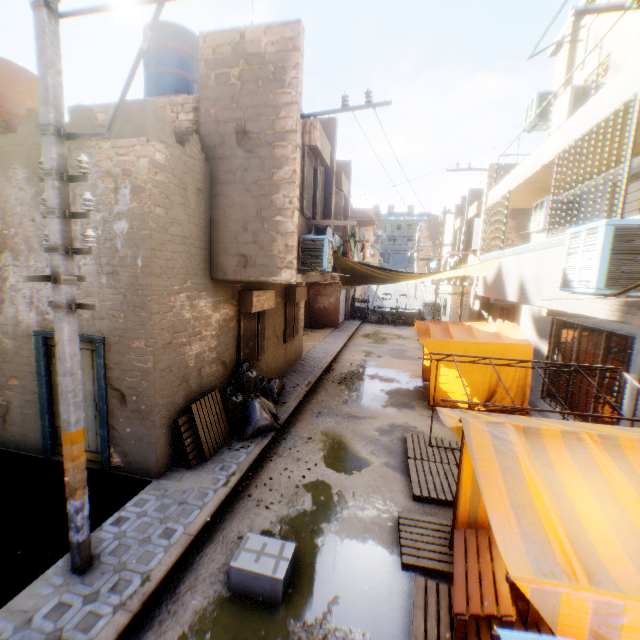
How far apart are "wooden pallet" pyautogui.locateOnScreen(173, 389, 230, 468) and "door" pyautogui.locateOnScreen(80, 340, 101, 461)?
1.3m

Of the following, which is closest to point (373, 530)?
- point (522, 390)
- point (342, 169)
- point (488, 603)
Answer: point (488, 603)

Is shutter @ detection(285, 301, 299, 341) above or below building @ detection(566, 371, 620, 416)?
above

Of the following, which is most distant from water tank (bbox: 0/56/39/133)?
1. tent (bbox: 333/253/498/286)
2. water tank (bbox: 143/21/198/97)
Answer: water tank (bbox: 143/21/198/97)

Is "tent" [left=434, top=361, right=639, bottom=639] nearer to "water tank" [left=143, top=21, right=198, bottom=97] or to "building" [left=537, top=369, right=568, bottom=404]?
"building" [left=537, top=369, right=568, bottom=404]

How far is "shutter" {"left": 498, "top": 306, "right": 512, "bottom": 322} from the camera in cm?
1423

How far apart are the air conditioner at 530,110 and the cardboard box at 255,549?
6.7 meters

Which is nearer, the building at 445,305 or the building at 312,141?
the building at 312,141
